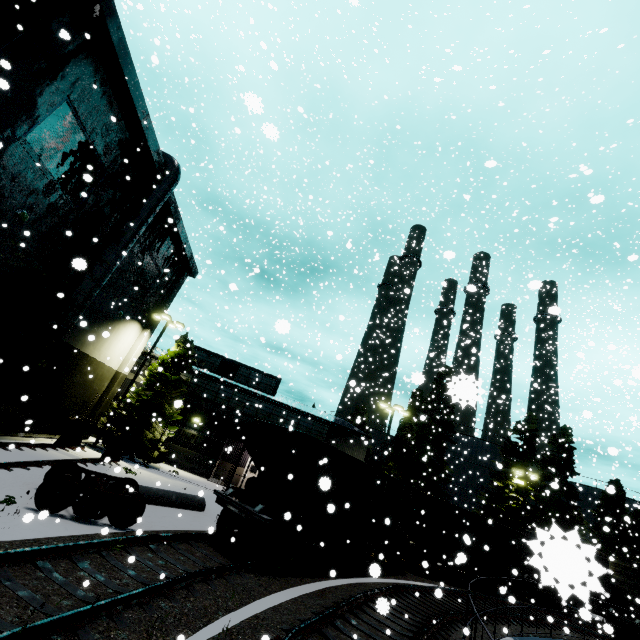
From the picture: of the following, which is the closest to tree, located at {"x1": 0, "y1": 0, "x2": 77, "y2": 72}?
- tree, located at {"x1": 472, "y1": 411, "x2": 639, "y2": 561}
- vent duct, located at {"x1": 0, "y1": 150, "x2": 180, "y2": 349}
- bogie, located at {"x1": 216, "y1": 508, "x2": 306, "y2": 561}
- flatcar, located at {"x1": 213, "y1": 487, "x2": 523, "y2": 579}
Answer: vent duct, located at {"x1": 0, "y1": 150, "x2": 180, "y2": 349}

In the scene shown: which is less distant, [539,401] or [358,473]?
[358,473]

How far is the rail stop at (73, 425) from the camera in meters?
16.7 m

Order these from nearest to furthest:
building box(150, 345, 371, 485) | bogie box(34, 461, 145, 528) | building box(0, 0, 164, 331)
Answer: bogie box(34, 461, 145, 528)
building box(0, 0, 164, 331)
building box(150, 345, 371, 485)

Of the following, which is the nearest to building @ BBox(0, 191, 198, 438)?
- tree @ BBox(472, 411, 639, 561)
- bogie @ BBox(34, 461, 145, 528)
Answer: bogie @ BBox(34, 461, 145, 528)

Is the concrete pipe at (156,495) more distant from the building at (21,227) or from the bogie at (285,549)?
the building at (21,227)

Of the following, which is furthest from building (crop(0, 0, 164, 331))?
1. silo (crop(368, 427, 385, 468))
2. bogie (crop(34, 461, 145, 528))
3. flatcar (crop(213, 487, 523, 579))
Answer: bogie (crop(34, 461, 145, 528))

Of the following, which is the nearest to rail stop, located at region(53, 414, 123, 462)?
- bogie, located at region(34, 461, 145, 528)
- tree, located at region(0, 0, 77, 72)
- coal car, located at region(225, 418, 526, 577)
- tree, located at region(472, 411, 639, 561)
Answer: tree, located at region(0, 0, 77, 72)
